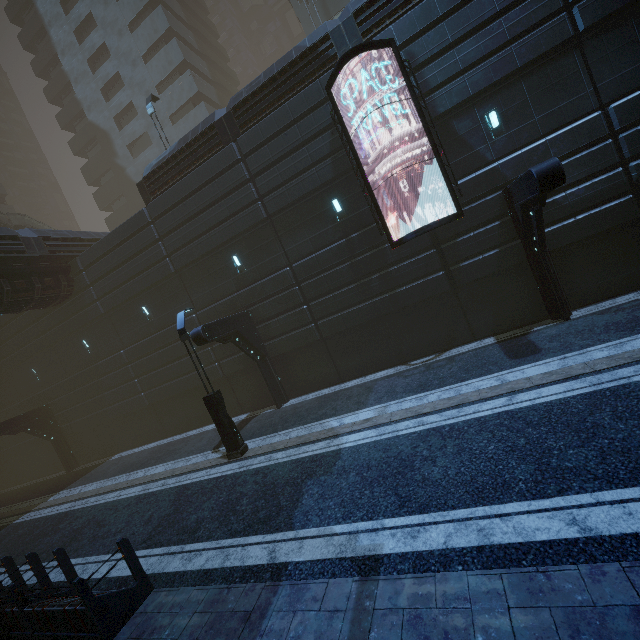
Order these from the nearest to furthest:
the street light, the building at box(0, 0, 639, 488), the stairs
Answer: the building at box(0, 0, 639, 488)
the street light
the stairs

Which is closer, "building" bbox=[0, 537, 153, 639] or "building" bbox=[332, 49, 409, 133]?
"building" bbox=[0, 537, 153, 639]

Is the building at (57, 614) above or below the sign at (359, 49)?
below

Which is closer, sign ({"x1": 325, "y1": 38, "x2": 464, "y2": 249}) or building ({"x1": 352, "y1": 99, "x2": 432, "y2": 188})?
sign ({"x1": 325, "y1": 38, "x2": 464, "y2": 249})

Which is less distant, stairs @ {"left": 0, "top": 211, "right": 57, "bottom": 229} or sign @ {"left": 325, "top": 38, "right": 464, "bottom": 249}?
sign @ {"left": 325, "top": 38, "right": 464, "bottom": 249}

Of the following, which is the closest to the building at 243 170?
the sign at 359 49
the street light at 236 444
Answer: the sign at 359 49

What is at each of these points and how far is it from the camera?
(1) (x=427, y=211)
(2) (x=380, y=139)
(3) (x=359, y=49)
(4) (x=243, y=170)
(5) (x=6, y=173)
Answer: (1) building, 12.20m
(2) building, 12.20m
(3) sign, 10.70m
(4) building, 14.21m
(5) building, 59.88m
